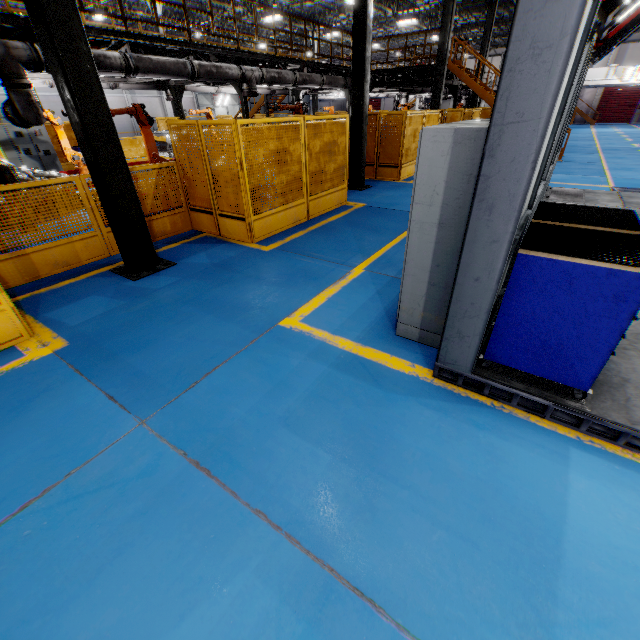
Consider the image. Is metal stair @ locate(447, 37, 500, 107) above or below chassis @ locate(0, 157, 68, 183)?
above

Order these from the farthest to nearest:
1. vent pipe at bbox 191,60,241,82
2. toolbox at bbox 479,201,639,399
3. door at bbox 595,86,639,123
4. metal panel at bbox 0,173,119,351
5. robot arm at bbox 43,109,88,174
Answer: door at bbox 595,86,639,123 → robot arm at bbox 43,109,88,174 → vent pipe at bbox 191,60,241,82 → metal panel at bbox 0,173,119,351 → toolbox at bbox 479,201,639,399

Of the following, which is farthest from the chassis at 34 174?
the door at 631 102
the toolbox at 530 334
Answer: the door at 631 102

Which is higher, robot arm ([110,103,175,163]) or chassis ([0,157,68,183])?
robot arm ([110,103,175,163])

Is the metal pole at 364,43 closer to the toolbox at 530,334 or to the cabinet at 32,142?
the toolbox at 530,334

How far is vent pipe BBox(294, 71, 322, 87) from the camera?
13.2 meters

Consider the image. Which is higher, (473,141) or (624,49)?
(624,49)

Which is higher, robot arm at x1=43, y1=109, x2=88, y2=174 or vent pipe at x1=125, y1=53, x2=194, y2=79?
vent pipe at x1=125, y1=53, x2=194, y2=79
